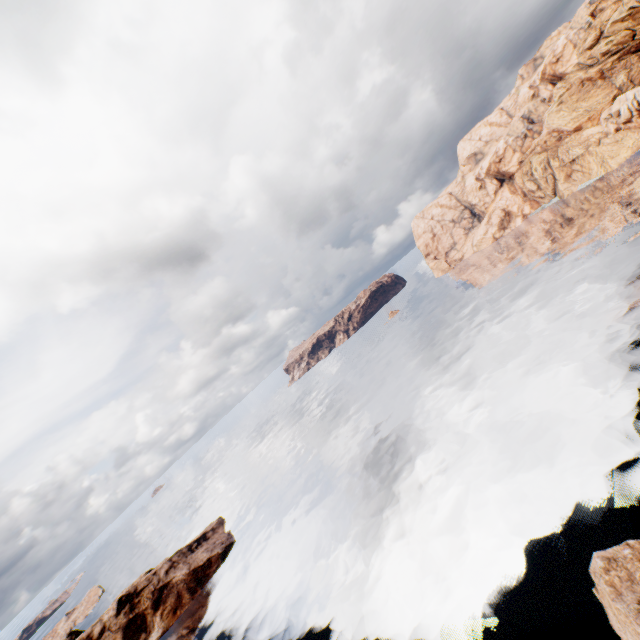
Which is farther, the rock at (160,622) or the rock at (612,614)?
the rock at (160,622)

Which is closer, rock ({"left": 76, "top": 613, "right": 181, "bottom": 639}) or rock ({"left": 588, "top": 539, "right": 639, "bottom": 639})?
rock ({"left": 588, "top": 539, "right": 639, "bottom": 639})

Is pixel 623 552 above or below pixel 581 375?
above
